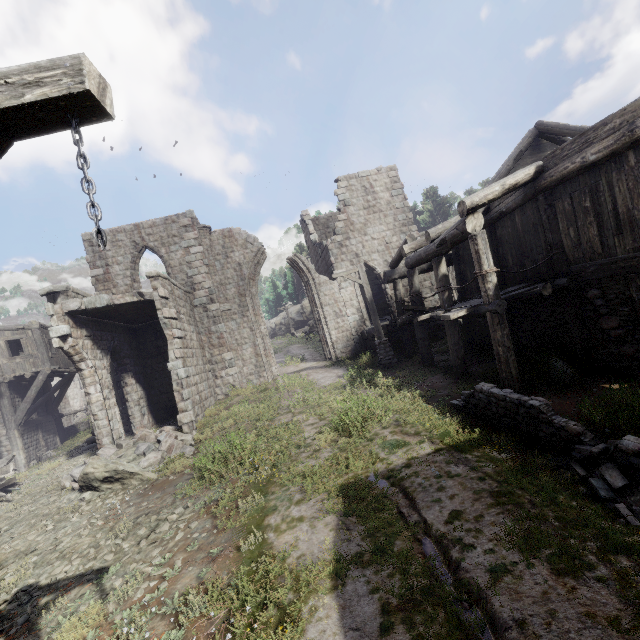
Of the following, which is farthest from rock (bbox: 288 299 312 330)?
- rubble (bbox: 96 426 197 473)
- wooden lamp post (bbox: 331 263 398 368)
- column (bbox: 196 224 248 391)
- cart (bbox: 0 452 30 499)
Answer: cart (bbox: 0 452 30 499)

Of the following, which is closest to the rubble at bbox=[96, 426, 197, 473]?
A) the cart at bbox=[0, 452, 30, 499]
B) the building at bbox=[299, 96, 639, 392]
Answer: the building at bbox=[299, 96, 639, 392]

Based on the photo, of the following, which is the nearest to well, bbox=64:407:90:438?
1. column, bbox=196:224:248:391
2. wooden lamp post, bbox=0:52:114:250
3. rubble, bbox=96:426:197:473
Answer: column, bbox=196:224:248:391

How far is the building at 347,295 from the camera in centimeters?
1776cm

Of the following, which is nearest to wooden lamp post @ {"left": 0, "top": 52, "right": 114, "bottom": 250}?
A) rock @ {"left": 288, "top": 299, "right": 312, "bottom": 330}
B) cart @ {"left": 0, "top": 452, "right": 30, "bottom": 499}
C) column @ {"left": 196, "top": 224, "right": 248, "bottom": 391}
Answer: cart @ {"left": 0, "top": 452, "right": 30, "bottom": 499}

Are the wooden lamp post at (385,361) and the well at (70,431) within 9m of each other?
no

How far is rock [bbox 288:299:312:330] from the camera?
52.9 meters

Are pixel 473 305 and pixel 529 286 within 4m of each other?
yes
